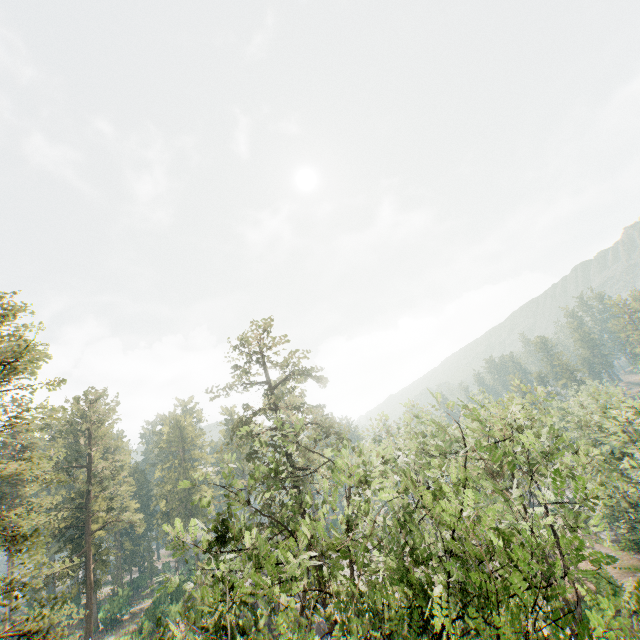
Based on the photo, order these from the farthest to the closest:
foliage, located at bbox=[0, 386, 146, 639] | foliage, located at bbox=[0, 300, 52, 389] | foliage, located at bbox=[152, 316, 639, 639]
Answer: foliage, located at bbox=[0, 300, 52, 389]
foliage, located at bbox=[0, 386, 146, 639]
foliage, located at bbox=[152, 316, 639, 639]

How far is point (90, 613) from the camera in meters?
35.0 m

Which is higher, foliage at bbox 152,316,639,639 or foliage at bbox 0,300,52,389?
foliage at bbox 0,300,52,389

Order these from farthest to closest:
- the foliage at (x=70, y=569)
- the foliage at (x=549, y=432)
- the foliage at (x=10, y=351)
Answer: the foliage at (x=10, y=351), the foliage at (x=70, y=569), the foliage at (x=549, y=432)

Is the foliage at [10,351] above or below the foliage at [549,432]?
above

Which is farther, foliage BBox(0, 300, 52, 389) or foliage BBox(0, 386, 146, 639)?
foliage BBox(0, 300, 52, 389)
